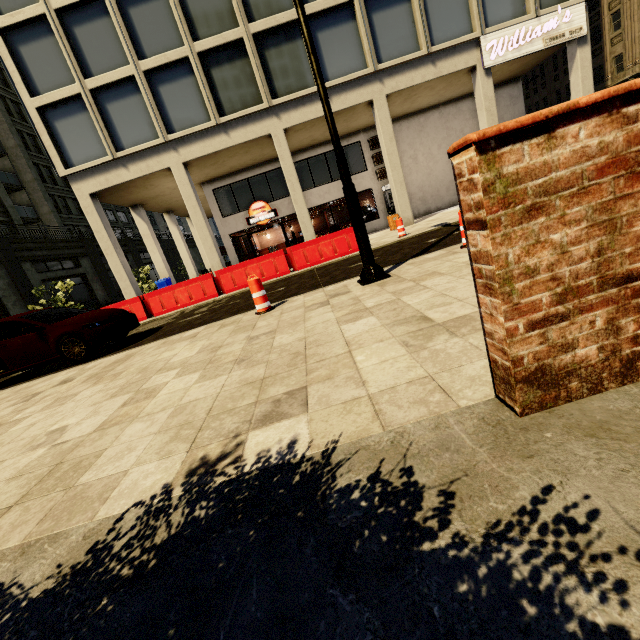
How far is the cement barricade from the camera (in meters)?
11.70

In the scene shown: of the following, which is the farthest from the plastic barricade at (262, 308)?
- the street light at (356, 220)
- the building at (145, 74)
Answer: the building at (145, 74)

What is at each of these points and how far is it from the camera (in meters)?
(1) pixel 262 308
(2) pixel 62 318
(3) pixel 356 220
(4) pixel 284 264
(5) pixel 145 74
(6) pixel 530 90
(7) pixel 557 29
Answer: (1) plastic barricade, 5.95
(2) car, 8.23
(3) street light, 5.36
(4) cement barricade, 11.76
(5) building, 14.20
(6) building, 42.22
(7) sign, 14.42

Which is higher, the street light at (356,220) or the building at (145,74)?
the building at (145,74)

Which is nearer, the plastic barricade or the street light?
the street light

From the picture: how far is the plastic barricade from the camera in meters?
5.9

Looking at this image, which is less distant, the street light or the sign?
the street light

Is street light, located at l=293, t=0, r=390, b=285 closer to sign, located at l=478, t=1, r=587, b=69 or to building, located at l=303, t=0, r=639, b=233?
building, located at l=303, t=0, r=639, b=233
